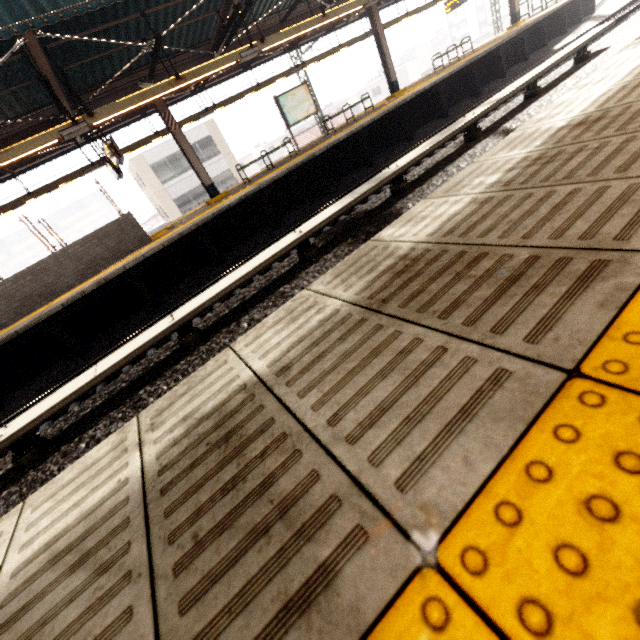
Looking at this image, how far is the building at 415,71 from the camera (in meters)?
56.16

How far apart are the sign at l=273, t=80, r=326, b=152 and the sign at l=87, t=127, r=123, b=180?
6.0m

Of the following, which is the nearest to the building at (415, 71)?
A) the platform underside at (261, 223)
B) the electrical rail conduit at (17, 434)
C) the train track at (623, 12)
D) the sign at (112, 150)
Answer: the platform underside at (261, 223)

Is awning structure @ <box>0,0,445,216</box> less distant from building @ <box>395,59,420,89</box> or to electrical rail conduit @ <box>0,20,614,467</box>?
electrical rail conduit @ <box>0,20,614,467</box>

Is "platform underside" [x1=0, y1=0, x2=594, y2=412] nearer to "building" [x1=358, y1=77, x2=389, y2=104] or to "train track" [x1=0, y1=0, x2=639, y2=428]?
"train track" [x1=0, y1=0, x2=639, y2=428]

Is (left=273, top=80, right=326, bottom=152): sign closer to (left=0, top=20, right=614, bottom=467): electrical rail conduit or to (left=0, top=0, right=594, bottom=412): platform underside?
(left=0, top=0, right=594, bottom=412): platform underside

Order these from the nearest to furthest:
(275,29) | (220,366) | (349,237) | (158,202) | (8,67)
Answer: (220,366)
(349,237)
(8,67)
(275,29)
(158,202)

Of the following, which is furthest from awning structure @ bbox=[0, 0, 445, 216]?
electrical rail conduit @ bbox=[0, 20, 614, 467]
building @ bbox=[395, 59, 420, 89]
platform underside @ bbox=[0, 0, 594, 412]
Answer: building @ bbox=[395, 59, 420, 89]
